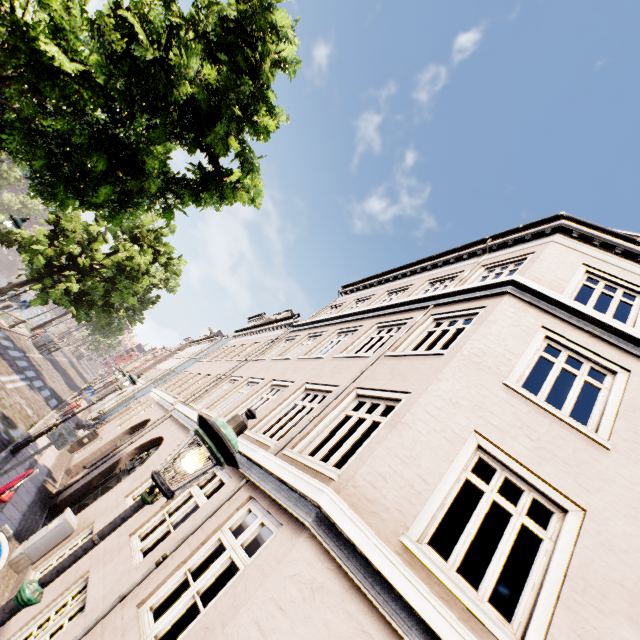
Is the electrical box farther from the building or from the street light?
the street light

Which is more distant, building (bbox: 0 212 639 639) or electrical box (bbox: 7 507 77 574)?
electrical box (bbox: 7 507 77 574)

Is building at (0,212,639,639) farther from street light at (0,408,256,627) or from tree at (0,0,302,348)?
tree at (0,0,302,348)

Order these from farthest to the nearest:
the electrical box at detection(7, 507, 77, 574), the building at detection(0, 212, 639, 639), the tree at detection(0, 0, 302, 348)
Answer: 1. the electrical box at detection(7, 507, 77, 574)
2. the tree at detection(0, 0, 302, 348)
3. the building at detection(0, 212, 639, 639)

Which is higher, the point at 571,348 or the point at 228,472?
the point at 571,348

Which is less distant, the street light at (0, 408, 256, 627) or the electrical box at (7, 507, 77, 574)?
the street light at (0, 408, 256, 627)

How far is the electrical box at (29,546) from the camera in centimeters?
638cm

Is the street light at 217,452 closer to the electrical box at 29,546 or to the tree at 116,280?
the tree at 116,280
